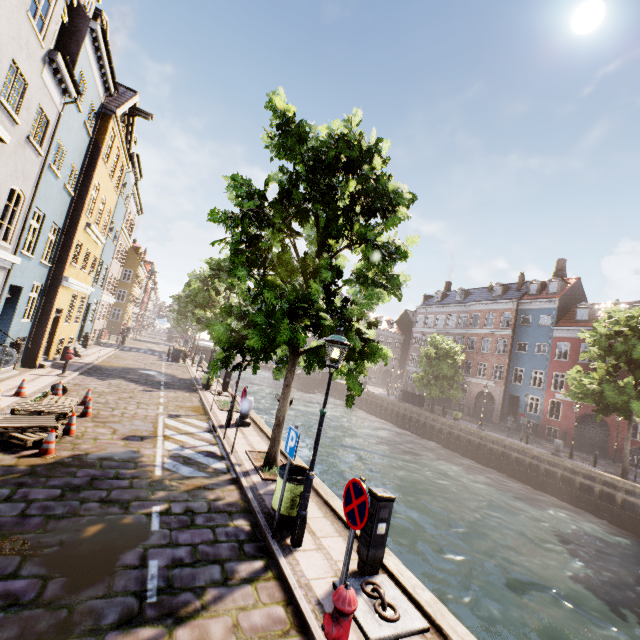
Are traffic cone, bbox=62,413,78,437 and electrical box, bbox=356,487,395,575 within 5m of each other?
no

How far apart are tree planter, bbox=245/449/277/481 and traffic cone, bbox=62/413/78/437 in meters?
4.4 m

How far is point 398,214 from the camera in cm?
738

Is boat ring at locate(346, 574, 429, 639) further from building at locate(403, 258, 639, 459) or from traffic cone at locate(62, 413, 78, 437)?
building at locate(403, 258, 639, 459)

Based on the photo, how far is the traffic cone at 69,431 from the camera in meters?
8.3

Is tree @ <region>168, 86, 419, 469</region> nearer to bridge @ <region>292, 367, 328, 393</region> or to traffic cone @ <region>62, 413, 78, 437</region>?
bridge @ <region>292, 367, 328, 393</region>

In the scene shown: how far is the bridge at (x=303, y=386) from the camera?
46.4 meters

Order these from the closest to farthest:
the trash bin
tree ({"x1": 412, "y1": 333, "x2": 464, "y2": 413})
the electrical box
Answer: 1. the electrical box
2. the trash bin
3. tree ({"x1": 412, "y1": 333, "x2": 464, "y2": 413})
